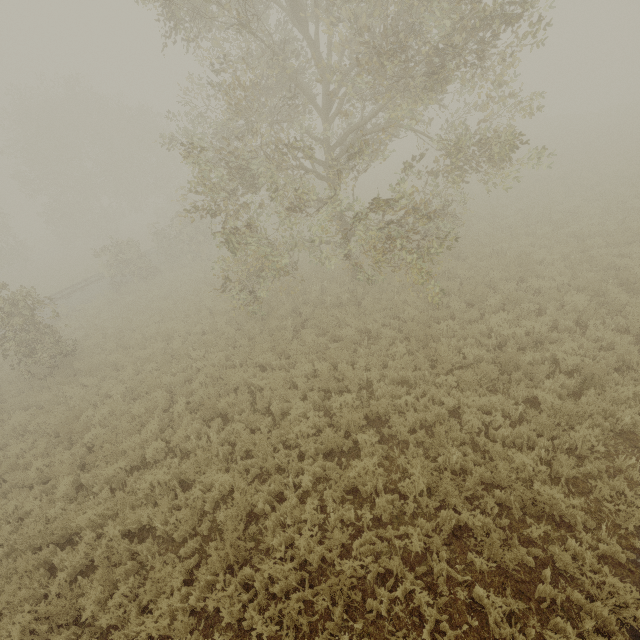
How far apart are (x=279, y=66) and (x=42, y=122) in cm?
2968
